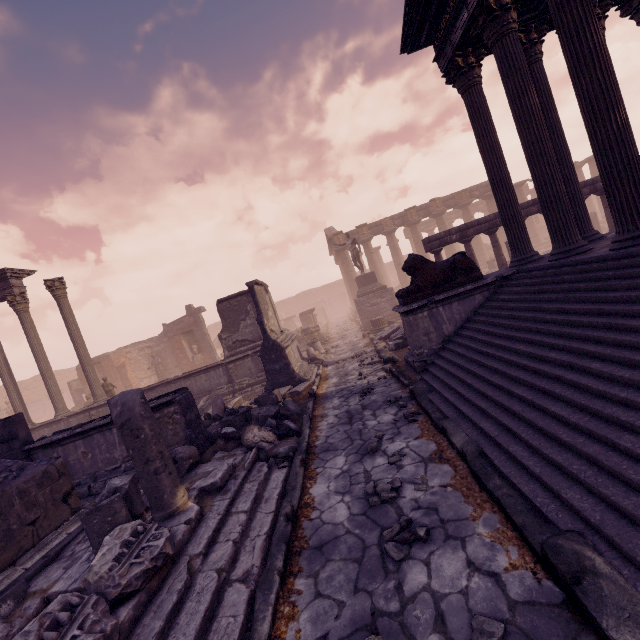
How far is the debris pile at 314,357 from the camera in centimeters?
1325cm

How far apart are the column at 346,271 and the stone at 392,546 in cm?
2759

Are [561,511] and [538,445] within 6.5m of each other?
yes

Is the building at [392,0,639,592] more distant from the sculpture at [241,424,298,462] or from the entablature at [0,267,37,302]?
the entablature at [0,267,37,302]

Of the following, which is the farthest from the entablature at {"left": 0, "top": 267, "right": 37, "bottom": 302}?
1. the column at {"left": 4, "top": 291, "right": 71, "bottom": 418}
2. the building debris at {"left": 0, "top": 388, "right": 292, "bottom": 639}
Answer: the building debris at {"left": 0, "top": 388, "right": 292, "bottom": 639}

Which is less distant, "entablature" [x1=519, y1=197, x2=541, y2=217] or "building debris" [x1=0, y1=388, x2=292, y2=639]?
"building debris" [x1=0, y1=388, x2=292, y2=639]

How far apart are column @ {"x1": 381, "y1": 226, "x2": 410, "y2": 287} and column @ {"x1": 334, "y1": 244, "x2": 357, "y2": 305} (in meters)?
3.22

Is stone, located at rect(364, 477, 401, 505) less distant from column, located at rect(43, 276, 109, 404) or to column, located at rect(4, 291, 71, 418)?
column, located at rect(43, 276, 109, 404)
